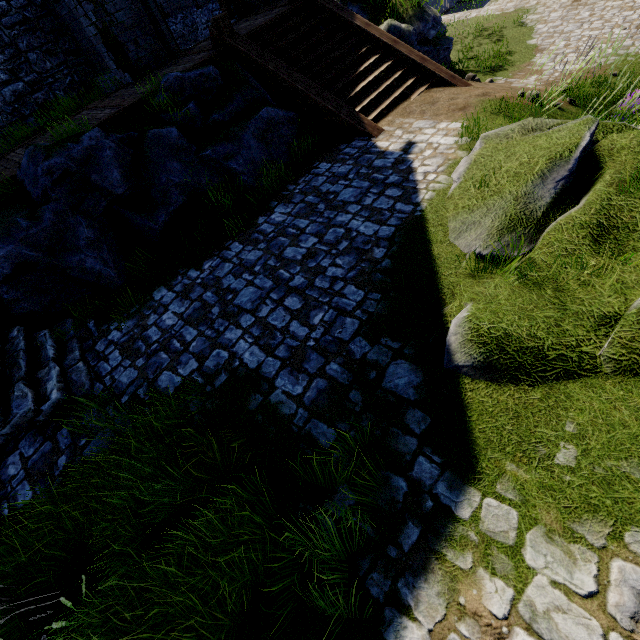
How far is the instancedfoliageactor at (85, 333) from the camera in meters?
5.6 m

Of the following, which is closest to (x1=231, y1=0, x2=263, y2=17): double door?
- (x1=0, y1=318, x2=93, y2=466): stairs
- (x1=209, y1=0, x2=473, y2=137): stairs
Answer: (x1=209, y1=0, x2=473, y2=137): stairs

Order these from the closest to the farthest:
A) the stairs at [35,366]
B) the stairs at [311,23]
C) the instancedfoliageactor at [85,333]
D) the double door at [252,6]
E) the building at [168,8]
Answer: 1. the stairs at [35,366]
2. the instancedfoliageactor at [85,333]
3. the stairs at [311,23]
4. the double door at [252,6]
5. the building at [168,8]

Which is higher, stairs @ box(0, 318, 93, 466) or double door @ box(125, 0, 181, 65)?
double door @ box(125, 0, 181, 65)

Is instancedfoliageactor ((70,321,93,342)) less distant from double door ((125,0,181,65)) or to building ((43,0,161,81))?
building ((43,0,161,81))

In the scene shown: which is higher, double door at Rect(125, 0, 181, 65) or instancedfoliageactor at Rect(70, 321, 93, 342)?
double door at Rect(125, 0, 181, 65)

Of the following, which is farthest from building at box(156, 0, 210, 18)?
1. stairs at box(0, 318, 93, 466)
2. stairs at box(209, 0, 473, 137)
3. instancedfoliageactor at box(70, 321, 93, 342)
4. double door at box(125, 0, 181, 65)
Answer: instancedfoliageactor at box(70, 321, 93, 342)

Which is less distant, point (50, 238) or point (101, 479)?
point (101, 479)
